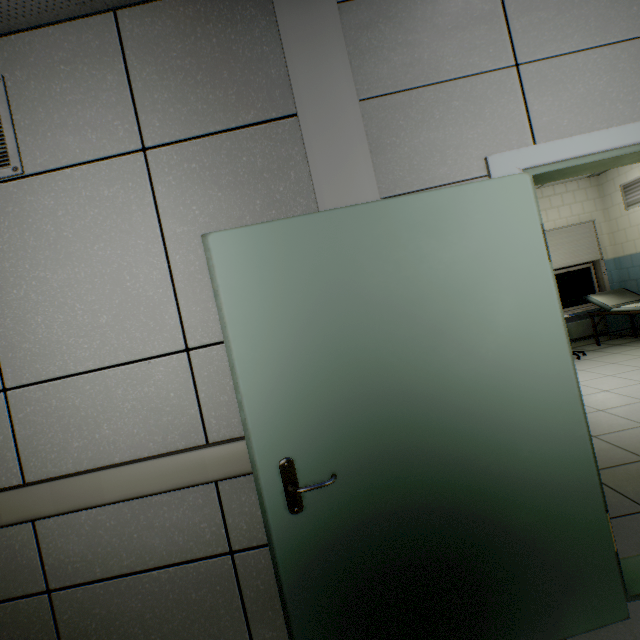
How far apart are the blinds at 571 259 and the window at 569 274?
0.2 meters

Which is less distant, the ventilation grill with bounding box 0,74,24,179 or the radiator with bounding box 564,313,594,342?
the ventilation grill with bounding box 0,74,24,179

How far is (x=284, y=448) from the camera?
1.3 meters

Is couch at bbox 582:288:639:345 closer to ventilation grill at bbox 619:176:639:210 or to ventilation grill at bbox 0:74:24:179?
ventilation grill at bbox 619:176:639:210

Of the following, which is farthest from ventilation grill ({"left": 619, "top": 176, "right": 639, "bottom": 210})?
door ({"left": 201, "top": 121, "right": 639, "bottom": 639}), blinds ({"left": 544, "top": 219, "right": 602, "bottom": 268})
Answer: door ({"left": 201, "top": 121, "right": 639, "bottom": 639})

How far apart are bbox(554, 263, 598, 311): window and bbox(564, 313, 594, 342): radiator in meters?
0.2 m

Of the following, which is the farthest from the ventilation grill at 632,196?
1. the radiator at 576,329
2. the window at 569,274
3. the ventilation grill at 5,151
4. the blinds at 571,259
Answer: the ventilation grill at 5,151

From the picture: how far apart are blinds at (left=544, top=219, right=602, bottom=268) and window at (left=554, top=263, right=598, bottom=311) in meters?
0.2 m
